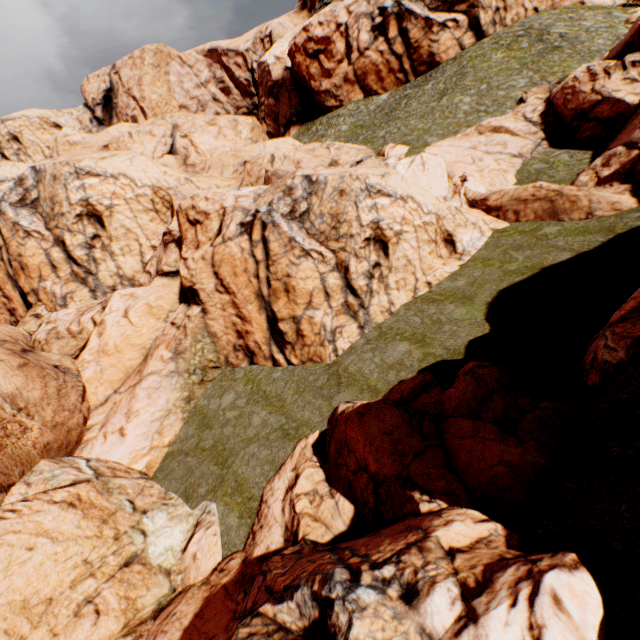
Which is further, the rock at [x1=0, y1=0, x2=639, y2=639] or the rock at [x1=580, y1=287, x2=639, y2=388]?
the rock at [x1=580, y1=287, x2=639, y2=388]

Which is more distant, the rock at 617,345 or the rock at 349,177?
the rock at 617,345

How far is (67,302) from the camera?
27.7m
